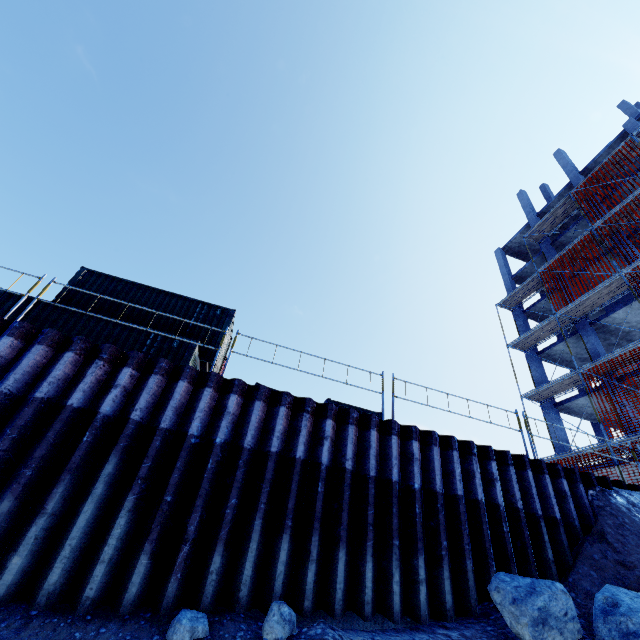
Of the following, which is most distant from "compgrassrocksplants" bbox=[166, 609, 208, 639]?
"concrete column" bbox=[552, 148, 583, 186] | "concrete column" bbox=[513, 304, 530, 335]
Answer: "concrete column" bbox=[552, 148, 583, 186]

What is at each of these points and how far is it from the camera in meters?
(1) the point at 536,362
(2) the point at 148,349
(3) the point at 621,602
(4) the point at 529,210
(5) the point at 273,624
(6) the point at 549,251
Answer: (1) concrete column, 22.9
(2) cargo container, 10.0
(3) compgrassrocksplants, 4.6
(4) concrete column, 28.2
(5) compgrassrocksplants, 4.1
(6) concrete column, 24.8

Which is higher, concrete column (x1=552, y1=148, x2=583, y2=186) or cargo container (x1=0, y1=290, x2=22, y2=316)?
concrete column (x1=552, y1=148, x2=583, y2=186)

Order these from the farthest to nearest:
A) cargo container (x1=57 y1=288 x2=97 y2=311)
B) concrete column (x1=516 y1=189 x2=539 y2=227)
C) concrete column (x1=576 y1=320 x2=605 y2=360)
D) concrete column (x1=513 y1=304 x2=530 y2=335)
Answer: concrete column (x1=516 y1=189 x2=539 y2=227)
concrete column (x1=513 y1=304 x2=530 y2=335)
concrete column (x1=576 y1=320 x2=605 y2=360)
cargo container (x1=57 y1=288 x2=97 y2=311)

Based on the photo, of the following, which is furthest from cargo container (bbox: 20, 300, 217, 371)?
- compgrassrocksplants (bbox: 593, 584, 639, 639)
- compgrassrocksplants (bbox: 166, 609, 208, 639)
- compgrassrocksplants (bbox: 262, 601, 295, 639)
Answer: compgrassrocksplants (bbox: 593, 584, 639, 639)

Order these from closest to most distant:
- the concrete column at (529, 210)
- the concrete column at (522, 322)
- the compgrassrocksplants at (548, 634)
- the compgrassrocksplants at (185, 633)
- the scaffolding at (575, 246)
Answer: the compgrassrocksplants at (185, 633)
the compgrassrocksplants at (548, 634)
the scaffolding at (575, 246)
the concrete column at (522, 322)
the concrete column at (529, 210)

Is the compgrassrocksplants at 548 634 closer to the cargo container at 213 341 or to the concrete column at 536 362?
the cargo container at 213 341

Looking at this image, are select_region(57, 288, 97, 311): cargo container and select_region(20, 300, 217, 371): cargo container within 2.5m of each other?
yes
